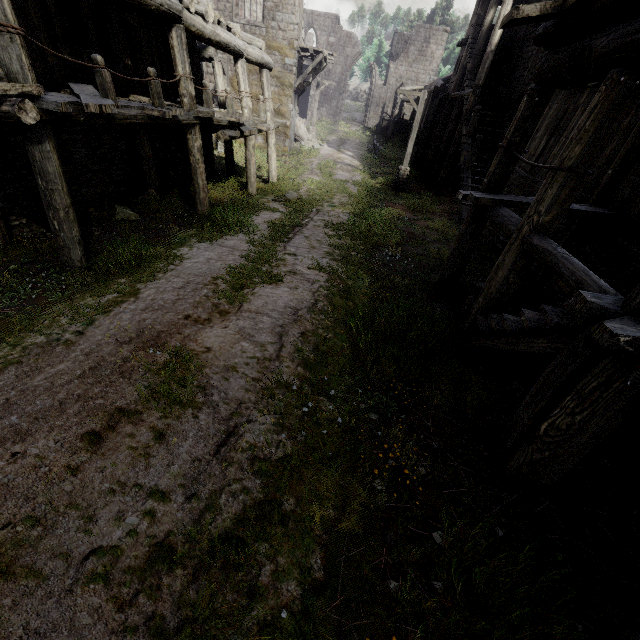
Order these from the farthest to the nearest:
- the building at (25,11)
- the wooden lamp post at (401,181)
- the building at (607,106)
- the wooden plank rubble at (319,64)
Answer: the wooden plank rubble at (319,64) < the wooden lamp post at (401,181) < the building at (25,11) < the building at (607,106)

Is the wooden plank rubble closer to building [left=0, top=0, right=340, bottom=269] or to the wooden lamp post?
building [left=0, top=0, right=340, bottom=269]

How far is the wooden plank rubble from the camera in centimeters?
2117cm

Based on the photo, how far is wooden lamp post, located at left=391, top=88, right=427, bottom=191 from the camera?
16.4m

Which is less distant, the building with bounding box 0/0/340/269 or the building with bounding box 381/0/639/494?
the building with bounding box 381/0/639/494

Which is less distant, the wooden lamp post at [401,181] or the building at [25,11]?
the building at [25,11]

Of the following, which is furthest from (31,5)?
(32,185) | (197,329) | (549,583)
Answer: (549,583)

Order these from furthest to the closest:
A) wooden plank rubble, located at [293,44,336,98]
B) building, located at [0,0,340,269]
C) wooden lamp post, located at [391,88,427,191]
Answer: wooden plank rubble, located at [293,44,336,98], wooden lamp post, located at [391,88,427,191], building, located at [0,0,340,269]
